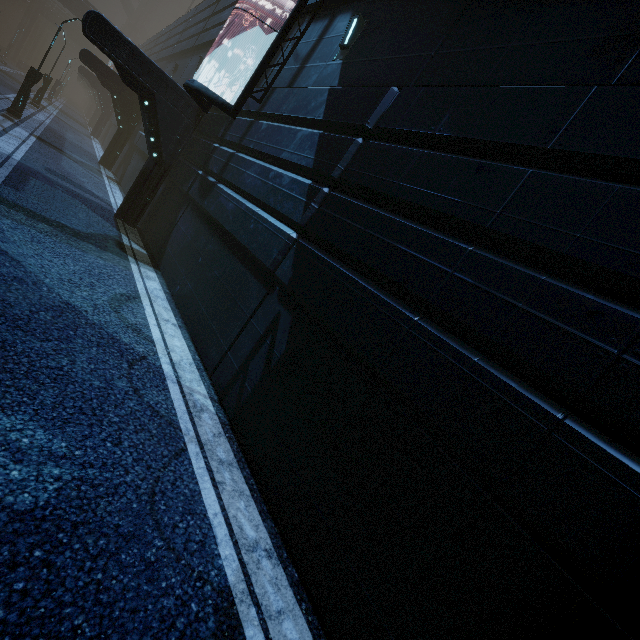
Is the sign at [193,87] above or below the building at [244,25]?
below

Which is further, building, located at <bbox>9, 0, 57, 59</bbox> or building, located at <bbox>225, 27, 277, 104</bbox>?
building, located at <bbox>9, 0, 57, 59</bbox>

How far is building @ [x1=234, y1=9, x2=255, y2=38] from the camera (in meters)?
11.58

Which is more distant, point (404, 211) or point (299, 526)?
point (404, 211)

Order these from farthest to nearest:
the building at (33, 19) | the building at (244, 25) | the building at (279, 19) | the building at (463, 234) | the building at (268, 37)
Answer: the building at (33, 19), the building at (244, 25), the building at (268, 37), the building at (279, 19), the building at (463, 234)
